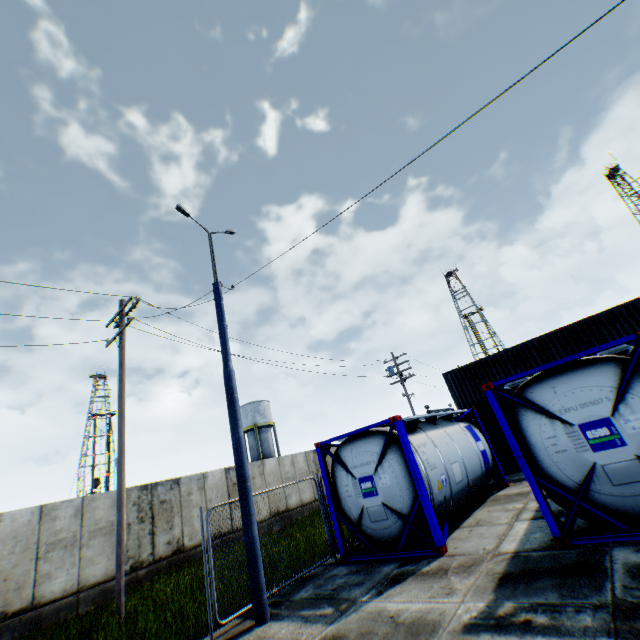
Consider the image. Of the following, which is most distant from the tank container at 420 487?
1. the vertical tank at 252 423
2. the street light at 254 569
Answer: the vertical tank at 252 423

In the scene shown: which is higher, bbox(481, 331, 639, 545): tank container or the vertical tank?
the vertical tank

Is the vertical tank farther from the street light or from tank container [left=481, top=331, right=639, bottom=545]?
the street light

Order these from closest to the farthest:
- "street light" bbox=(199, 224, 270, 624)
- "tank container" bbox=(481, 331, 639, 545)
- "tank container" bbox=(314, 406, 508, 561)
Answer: "tank container" bbox=(481, 331, 639, 545), "street light" bbox=(199, 224, 270, 624), "tank container" bbox=(314, 406, 508, 561)

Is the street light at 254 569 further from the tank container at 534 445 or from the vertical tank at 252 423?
the vertical tank at 252 423

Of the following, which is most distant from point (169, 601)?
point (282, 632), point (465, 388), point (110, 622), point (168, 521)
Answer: point (465, 388)

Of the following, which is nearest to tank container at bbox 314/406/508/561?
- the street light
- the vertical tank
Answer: the street light
